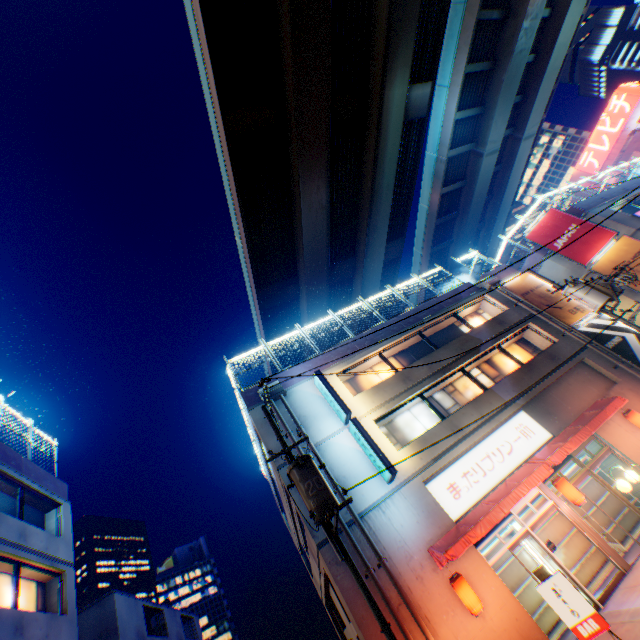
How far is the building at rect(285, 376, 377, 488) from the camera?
12.3m

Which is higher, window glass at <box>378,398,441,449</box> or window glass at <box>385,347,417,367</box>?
window glass at <box>385,347,417,367</box>

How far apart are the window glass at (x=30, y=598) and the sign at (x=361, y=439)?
13.0m

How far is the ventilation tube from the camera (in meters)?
14.34

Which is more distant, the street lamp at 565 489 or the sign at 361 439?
the sign at 361 439

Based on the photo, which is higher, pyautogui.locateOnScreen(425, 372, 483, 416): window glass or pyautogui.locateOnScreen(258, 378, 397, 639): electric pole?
pyautogui.locateOnScreen(425, 372, 483, 416): window glass

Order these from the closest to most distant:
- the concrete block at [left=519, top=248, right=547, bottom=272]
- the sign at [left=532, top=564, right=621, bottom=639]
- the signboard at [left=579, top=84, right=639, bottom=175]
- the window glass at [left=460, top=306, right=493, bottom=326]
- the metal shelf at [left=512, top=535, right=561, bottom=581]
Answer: the sign at [left=532, top=564, right=621, bottom=639]
the metal shelf at [left=512, top=535, right=561, bottom=581]
the window glass at [left=460, top=306, right=493, bottom=326]
the concrete block at [left=519, top=248, right=547, bottom=272]
the signboard at [left=579, top=84, right=639, bottom=175]

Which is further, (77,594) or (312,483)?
(77,594)
